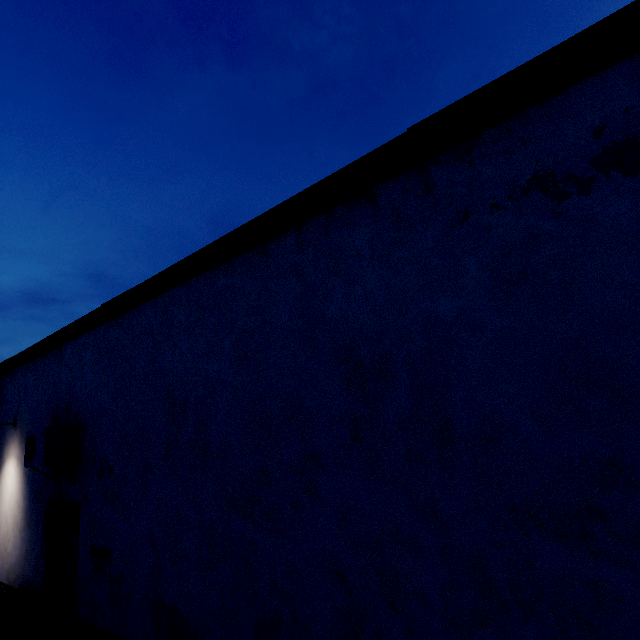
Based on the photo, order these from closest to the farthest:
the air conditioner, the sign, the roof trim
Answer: the roof trim
the sign
the air conditioner

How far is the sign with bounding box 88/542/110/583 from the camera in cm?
409

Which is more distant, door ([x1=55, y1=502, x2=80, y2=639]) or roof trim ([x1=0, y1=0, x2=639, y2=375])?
door ([x1=55, y1=502, x2=80, y2=639])

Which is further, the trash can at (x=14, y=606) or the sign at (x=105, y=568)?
the trash can at (x=14, y=606)

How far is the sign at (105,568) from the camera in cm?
409

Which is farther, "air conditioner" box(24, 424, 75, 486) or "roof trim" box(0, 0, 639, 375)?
"air conditioner" box(24, 424, 75, 486)

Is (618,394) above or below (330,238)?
below

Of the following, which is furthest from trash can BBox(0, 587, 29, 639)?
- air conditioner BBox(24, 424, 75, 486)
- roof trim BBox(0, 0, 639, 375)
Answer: roof trim BBox(0, 0, 639, 375)
